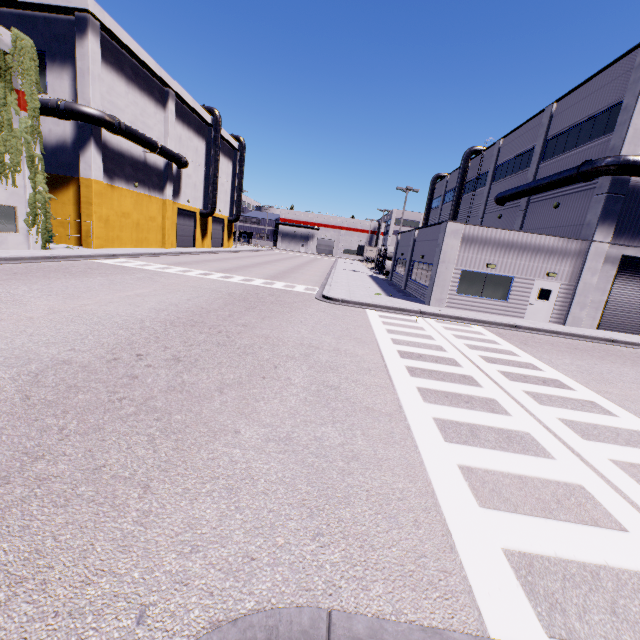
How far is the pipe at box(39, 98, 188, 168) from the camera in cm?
2094

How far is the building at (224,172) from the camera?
45.7m

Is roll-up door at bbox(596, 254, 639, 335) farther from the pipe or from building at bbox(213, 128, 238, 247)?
the pipe

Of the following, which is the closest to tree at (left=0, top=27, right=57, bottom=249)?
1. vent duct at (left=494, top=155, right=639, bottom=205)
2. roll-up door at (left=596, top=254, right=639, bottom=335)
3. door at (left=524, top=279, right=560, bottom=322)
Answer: vent duct at (left=494, top=155, right=639, bottom=205)

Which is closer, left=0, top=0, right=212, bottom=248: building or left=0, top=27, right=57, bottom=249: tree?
left=0, top=27, right=57, bottom=249: tree

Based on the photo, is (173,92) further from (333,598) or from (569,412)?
(333,598)

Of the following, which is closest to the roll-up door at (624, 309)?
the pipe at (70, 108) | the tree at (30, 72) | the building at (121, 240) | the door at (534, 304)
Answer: the building at (121, 240)

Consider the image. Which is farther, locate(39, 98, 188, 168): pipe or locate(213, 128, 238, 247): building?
locate(213, 128, 238, 247): building
